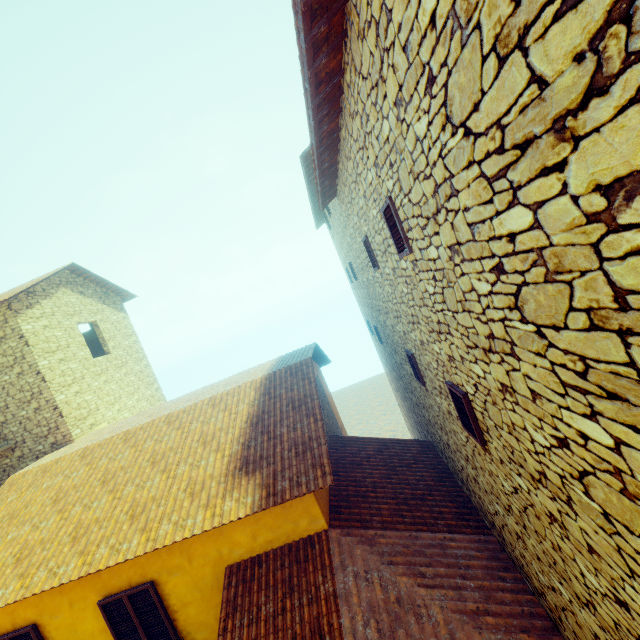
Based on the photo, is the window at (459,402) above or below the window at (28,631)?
above

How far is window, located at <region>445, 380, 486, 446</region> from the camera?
3.9m

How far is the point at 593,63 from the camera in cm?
104

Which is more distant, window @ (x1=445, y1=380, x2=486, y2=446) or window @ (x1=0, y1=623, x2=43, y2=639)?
window @ (x1=0, y1=623, x2=43, y2=639)

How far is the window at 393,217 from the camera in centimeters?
371cm
